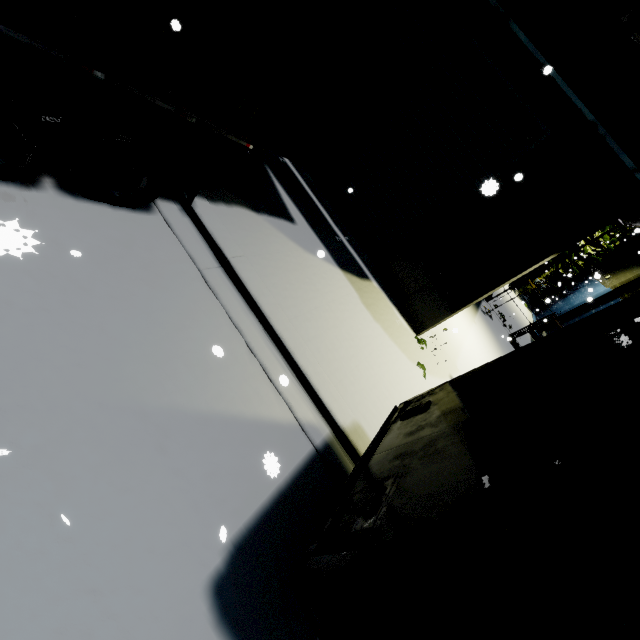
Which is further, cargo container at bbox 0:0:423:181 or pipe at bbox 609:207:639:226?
pipe at bbox 609:207:639:226

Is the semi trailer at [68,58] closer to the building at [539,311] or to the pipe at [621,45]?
the building at [539,311]

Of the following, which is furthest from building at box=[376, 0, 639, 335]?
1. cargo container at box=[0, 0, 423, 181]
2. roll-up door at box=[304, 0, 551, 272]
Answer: cargo container at box=[0, 0, 423, 181]

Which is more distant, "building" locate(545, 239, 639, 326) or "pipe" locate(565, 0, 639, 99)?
"building" locate(545, 239, 639, 326)

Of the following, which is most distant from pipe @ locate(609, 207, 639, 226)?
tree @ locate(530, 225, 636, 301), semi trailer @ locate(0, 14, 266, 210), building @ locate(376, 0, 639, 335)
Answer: tree @ locate(530, 225, 636, 301)

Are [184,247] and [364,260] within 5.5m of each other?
yes

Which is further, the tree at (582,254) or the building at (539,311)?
the building at (539,311)

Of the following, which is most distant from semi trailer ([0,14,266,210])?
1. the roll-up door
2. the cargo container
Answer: the roll-up door
